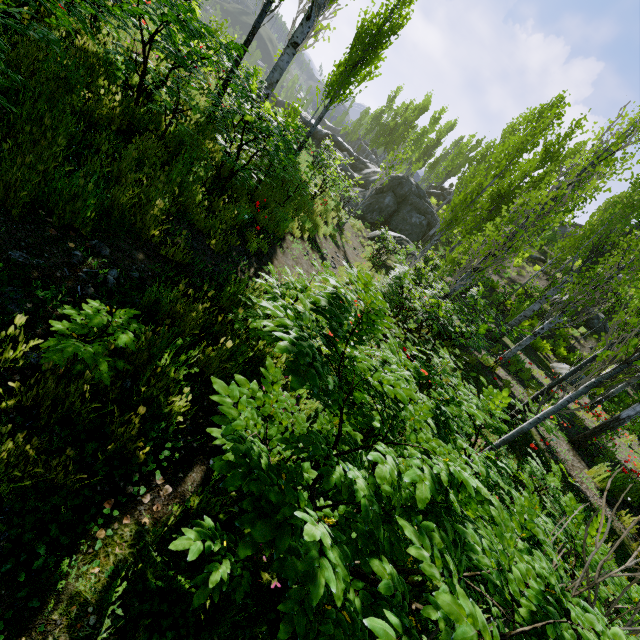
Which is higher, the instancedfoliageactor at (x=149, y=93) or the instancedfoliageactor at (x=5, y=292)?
the instancedfoliageactor at (x=149, y=93)

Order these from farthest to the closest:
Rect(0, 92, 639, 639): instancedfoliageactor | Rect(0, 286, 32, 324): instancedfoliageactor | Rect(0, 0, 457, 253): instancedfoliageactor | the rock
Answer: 1. the rock
2. Rect(0, 0, 457, 253): instancedfoliageactor
3. Rect(0, 286, 32, 324): instancedfoliageactor
4. Rect(0, 92, 639, 639): instancedfoliageactor

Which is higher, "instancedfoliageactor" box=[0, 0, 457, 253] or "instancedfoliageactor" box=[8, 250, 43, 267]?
"instancedfoliageactor" box=[0, 0, 457, 253]

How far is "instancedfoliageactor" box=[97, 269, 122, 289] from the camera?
2.8m

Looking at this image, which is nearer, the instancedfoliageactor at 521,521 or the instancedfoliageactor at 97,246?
the instancedfoliageactor at 521,521

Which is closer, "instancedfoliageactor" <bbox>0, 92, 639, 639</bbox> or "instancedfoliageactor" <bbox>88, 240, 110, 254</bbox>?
"instancedfoliageactor" <bbox>0, 92, 639, 639</bbox>

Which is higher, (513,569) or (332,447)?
(513,569)
